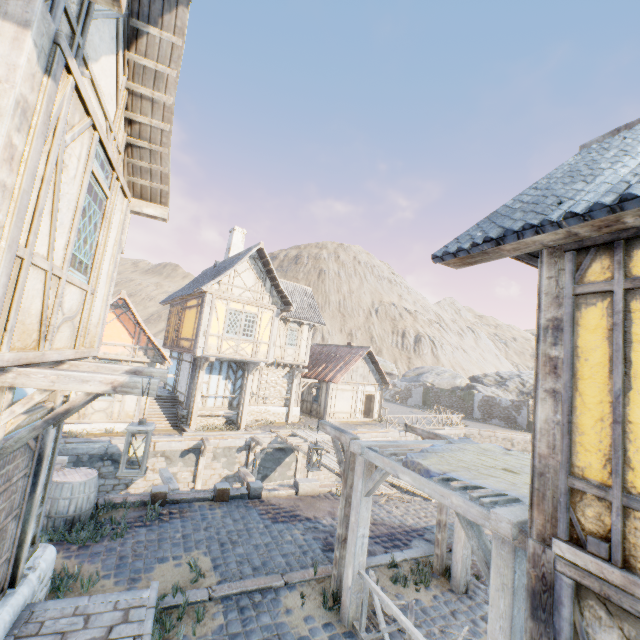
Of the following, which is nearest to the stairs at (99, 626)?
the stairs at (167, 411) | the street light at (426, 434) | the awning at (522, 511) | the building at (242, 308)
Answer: the awning at (522, 511)

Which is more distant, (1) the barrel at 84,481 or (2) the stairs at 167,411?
(2) the stairs at 167,411

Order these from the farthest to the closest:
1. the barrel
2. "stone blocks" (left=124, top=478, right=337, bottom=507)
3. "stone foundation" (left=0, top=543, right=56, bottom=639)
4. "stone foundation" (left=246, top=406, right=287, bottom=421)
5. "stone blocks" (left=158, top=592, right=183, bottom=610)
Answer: "stone foundation" (left=246, top=406, right=287, bottom=421) < "stone blocks" (left=124, top=478, right=337, bottom=507) < the barrel < "stone blocks" (left=158, top=592, right=183, bottom=610) < "stone foundation" (left=0, top=543, right=56, bottom=639)

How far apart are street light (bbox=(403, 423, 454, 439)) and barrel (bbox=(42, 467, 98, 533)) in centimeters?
739cm

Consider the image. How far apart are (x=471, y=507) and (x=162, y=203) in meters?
7.5 m

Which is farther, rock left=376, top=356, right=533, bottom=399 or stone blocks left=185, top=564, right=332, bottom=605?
rock left=376, top=356, right=533, bottom=399

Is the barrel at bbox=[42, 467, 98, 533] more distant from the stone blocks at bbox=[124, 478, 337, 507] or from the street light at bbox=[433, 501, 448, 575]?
the street light at bbox=[433, 501, 448, 575]

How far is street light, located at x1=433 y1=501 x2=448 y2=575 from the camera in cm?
724
